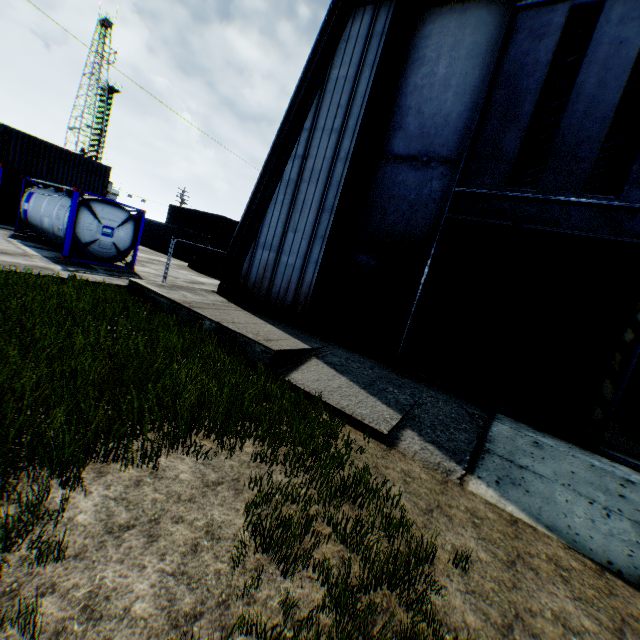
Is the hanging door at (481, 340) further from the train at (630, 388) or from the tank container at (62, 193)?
the tank container at (62, 193)

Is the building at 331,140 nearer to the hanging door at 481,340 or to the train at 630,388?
the hanging door at 481,340

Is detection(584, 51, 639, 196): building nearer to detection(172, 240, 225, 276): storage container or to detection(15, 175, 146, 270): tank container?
detection(15, 175, 146, 270): tank container

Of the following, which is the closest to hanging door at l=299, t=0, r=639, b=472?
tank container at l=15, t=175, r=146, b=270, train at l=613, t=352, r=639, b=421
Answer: train at l=613, t=352, r=639, b=421

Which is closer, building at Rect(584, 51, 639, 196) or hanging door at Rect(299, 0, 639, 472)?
hanging door at Rect(299, 0, 639, 472)

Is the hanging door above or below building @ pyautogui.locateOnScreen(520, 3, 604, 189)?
below

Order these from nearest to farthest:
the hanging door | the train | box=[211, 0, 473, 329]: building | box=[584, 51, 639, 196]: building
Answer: the hanging door
box=[211, 0, 473, 329]: building
the train
box=[584, 51, 639, 196]: building

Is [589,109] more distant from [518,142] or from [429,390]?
[429,390]
